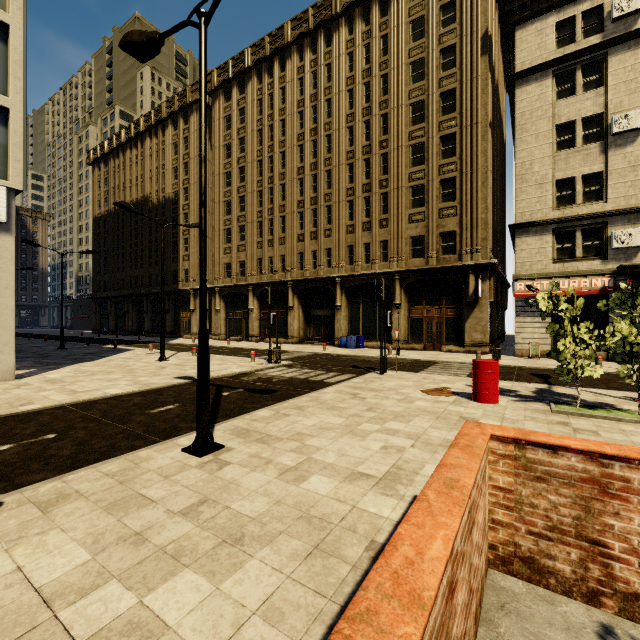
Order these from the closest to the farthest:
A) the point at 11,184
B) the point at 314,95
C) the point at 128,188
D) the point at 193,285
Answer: the point at 11,184 → the point at 314,95 → the point at 193,285 → the point at 128,188

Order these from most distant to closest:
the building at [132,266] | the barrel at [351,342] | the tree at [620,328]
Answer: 1. the building at [132,266]
2. the barrel at [351,342]
3. the tree at [620,328]

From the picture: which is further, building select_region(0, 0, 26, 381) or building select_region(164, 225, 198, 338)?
building select_region(164, 225, 198, 338)

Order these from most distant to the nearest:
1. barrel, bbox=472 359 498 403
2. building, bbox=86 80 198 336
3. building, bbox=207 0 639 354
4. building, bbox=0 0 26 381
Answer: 1. building, bbox=86 80 198 336
2. building, bbox=207 0 639 354
3. building, bbox=0 0 26 381
4. barrel, bbox=472 359 498 403

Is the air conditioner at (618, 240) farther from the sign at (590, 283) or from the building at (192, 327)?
the sign at (590, 283)

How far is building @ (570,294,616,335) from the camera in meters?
17.1

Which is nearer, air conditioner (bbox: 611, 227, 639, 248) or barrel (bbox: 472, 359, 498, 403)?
barrel (bbox: 472, 359, 498, 403)

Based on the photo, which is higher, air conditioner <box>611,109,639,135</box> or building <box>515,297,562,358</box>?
air conditioner <box>611,109,639,135</box>
